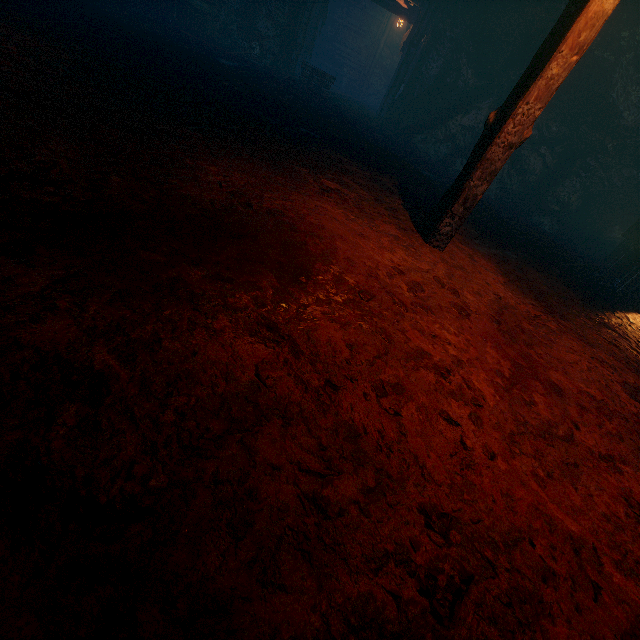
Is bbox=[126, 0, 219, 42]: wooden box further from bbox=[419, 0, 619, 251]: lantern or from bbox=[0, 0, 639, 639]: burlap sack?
bbox=[419, 0, 619, 251]: lantern

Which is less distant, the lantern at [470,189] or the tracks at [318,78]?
the lantern at [470,189]

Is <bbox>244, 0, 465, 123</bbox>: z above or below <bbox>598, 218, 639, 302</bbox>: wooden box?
above

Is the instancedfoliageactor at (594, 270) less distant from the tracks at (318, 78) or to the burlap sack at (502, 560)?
the burlap sack at (502, 560)

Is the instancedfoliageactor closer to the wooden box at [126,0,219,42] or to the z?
the z

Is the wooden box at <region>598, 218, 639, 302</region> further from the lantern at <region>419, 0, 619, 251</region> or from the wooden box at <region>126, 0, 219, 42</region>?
the wooden box at <region>126, 0, 219, 42</region>

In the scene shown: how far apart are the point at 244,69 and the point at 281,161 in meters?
7.2

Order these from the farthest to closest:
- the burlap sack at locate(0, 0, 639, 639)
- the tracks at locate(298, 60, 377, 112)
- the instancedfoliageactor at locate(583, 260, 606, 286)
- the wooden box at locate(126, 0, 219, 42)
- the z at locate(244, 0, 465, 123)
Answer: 1. the z at locate(244, 0, 465, 123)
2. the tracks at locate(298, 60, 377, 112)
3. the wooden box at locate(126, 0, 219, 42)
4. the instancedfoliageactor at locate(583, 260, 606, 286)
5. the burlap sack at locate(0, 0, 639, 639)
